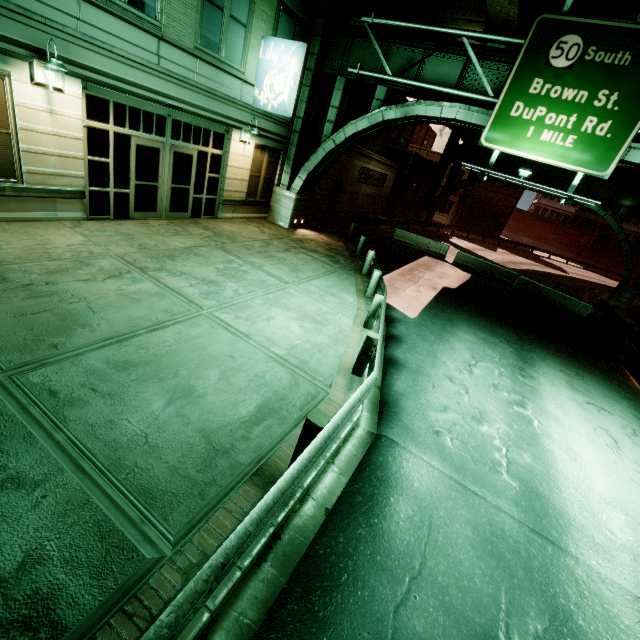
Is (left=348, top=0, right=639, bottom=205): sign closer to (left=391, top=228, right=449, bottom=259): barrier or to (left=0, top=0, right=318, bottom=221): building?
(left=0, top=0, right=318, bottom=221): building

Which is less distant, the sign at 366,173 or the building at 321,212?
the building at 321,212

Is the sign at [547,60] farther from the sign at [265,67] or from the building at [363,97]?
the building at [363,97]

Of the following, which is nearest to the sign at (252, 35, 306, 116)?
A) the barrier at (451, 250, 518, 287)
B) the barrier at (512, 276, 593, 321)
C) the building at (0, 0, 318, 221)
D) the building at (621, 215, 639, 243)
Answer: the building at (0, 0, 318, 221)

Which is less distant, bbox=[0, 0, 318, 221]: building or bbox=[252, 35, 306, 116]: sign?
bbox=[0, 0, 318, 221]: building

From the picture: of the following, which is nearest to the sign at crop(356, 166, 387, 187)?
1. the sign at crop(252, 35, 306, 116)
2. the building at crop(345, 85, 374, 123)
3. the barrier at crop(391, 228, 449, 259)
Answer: the building at crop(345, 85, 374, 123)

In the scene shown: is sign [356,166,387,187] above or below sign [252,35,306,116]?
below

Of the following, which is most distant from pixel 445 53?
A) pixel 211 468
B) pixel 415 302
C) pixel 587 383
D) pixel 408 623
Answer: pixel 408 623
